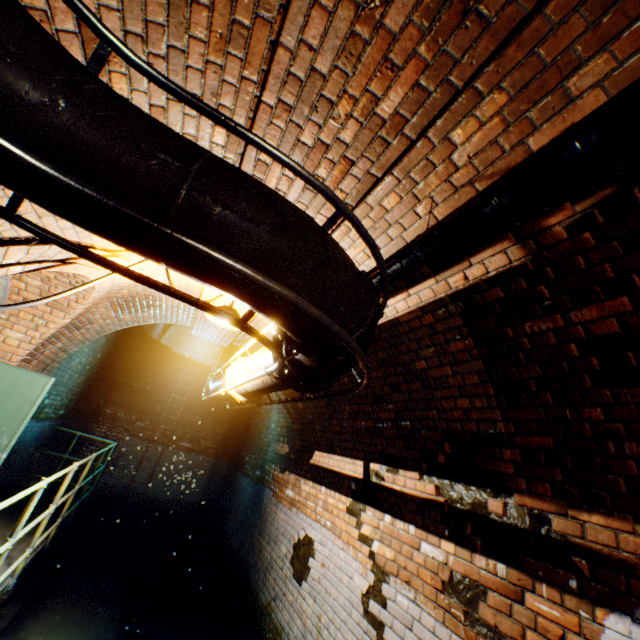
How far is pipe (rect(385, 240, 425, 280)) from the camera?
1.9m

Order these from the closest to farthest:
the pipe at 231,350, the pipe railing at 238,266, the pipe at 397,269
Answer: the pipe railing at 238,266
the pipe at 397,269
the pipe at 231,350

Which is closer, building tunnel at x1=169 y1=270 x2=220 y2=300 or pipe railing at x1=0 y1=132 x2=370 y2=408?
pipe railing at x1=0 y1=132 x2=370 y2=408

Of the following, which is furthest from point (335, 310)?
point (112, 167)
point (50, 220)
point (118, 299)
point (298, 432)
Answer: point (298, 432)

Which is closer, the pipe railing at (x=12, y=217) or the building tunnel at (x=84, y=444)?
the pipe railing at (x=12, y=217)

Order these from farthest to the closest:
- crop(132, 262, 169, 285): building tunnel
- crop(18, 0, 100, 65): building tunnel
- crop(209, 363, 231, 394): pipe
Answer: crop(209, 363, 231, 394): pipe < crop(132, 262, 169, 285): building tunnel < crop(18, 0, 100, 65): building tunnel
